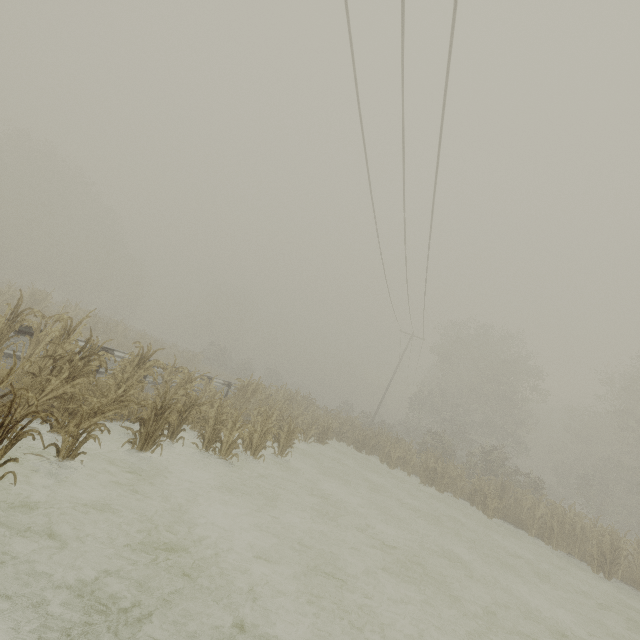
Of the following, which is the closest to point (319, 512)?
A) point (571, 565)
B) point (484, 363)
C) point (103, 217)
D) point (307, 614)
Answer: point (307, 614)
